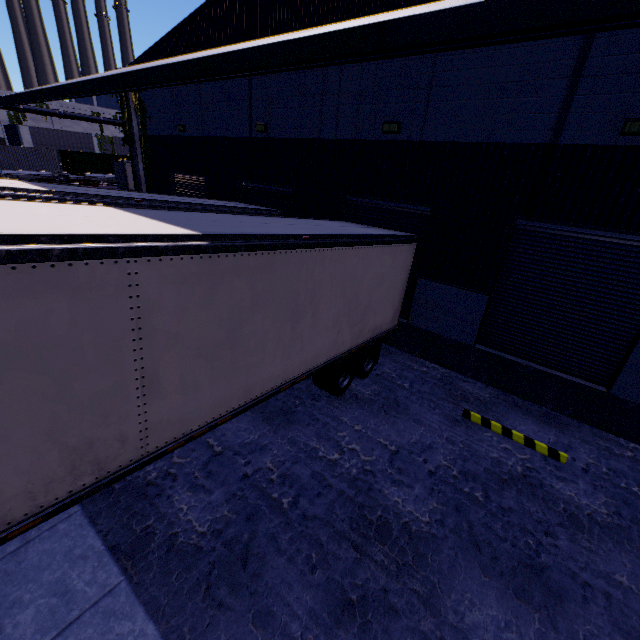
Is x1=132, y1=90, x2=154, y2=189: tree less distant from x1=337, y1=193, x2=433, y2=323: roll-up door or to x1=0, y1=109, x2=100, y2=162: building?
x1=0, y1=109, x2=100, y2=162: building

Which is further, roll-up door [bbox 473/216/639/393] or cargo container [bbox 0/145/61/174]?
cargo container [bbox 0/145/61/174]

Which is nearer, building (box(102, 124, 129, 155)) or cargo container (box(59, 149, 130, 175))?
cargo container (box(59, 149, 130, 175))

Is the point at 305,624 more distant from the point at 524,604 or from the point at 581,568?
the point at 581,568

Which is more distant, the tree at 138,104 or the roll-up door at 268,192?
the tree at 138,104

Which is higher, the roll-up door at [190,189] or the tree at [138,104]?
the tree at [138,104]

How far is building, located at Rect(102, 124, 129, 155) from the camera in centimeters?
4822cm
